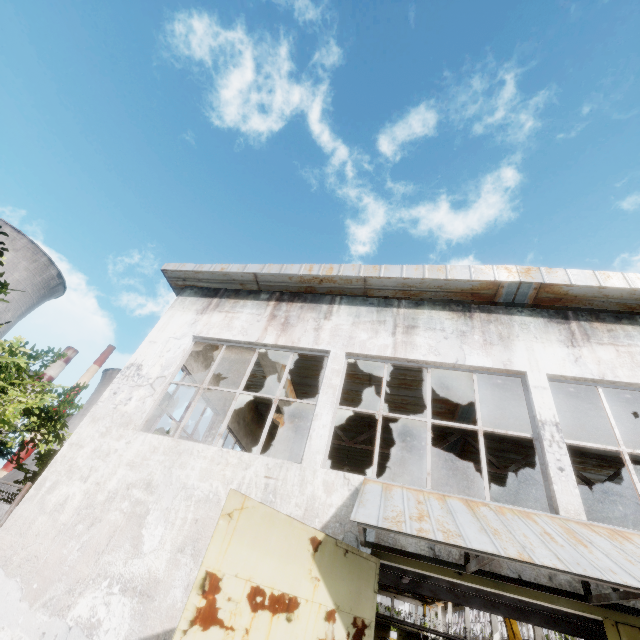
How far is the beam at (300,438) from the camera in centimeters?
1218cm

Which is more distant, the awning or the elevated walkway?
the elevated walkway

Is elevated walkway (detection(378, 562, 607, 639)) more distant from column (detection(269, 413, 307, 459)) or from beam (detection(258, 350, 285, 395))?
beam (detection(258, 350, 285, 395))

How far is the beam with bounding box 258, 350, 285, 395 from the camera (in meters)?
8.71

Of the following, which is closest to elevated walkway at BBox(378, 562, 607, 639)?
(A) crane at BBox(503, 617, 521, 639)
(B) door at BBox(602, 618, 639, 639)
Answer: (B) door at BBox(602, 618, 639, 639)

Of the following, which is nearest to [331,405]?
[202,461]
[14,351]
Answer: [202,461]

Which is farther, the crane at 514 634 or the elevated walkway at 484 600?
the crane at 514 634
